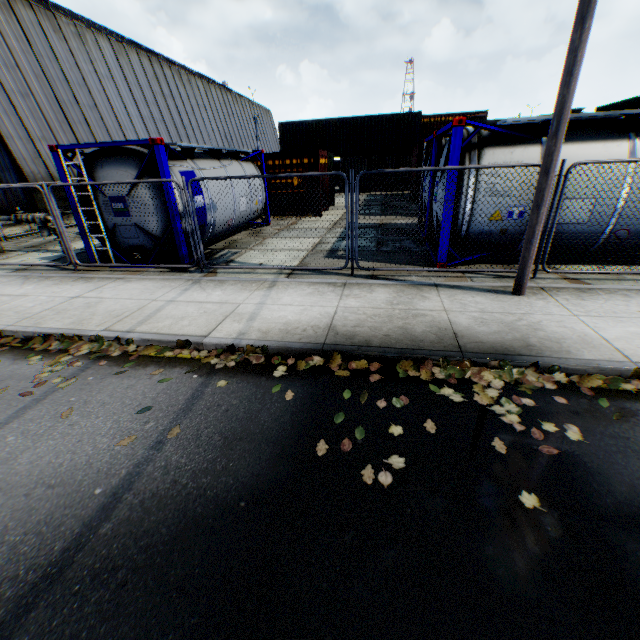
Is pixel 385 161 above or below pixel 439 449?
above

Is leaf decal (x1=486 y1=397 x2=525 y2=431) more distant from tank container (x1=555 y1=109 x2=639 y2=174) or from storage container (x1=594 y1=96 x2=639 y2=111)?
storage container (x1=594 y1=96 x2=639 y2=111)

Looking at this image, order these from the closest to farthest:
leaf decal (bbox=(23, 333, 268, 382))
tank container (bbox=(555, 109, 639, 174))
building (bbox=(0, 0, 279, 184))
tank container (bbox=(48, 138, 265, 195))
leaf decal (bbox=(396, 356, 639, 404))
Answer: leaf decal (bbox=(396, 356, 639, 404))
leaf decal (bbox=(23, 333, 268, 382))
tank container (bbox=(555, 109, 639, 174))
tank container (bbox=(48, 138, 265, 195))
building (bbox=(0, 0, 279, 184))

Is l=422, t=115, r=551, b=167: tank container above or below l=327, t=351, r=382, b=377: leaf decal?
above

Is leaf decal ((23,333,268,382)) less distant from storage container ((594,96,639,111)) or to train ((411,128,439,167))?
train ((411,128,439,167))

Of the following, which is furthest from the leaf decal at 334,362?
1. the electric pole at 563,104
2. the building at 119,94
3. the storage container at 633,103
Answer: the storage container at 633,103

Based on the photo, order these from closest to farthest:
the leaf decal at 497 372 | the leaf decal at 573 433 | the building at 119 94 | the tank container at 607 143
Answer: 1. the leaf decal at 573 433
2. the leaf decal at 497 372
3. the tank container at 607 143
4. the building at 119 94

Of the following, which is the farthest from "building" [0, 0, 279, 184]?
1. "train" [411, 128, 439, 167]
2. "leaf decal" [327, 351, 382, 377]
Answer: "leaf decal" [327, 351, 382, 377]
